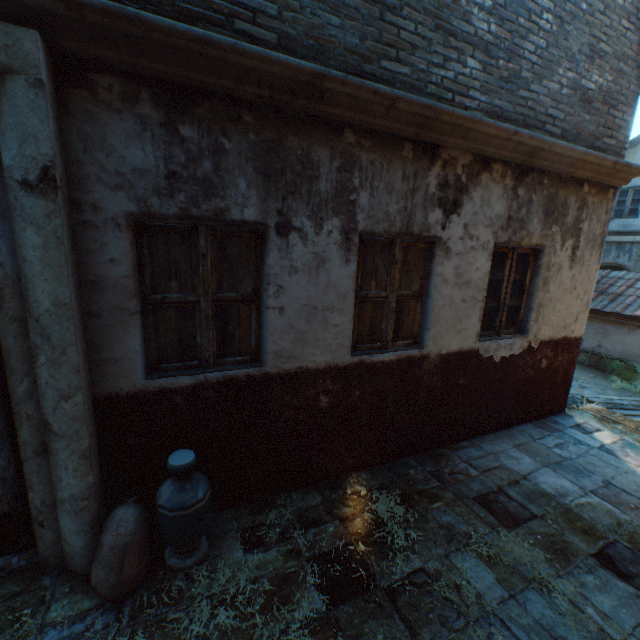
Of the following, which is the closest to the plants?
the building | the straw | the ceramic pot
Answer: the building

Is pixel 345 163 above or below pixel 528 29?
below

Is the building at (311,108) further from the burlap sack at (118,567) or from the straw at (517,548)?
Answer: the straw at (517,548)

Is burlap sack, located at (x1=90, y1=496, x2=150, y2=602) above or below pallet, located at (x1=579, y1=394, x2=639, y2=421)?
above

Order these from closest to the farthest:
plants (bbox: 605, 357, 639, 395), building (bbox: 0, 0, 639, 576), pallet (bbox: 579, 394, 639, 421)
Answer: building (bbox: 0, 0, 639, 576) → pallet (bbox: 579, 394, 639, 421) → plants (bbox: 605, 357, 639, 395)

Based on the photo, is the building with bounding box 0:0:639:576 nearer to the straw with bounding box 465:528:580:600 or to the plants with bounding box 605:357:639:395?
the straw with bounding box 465:528:580:600

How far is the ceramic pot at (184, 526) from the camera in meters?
Result: 2.5 m

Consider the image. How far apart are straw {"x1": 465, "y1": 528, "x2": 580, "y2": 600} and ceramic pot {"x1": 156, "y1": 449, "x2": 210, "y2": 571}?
2.05m
